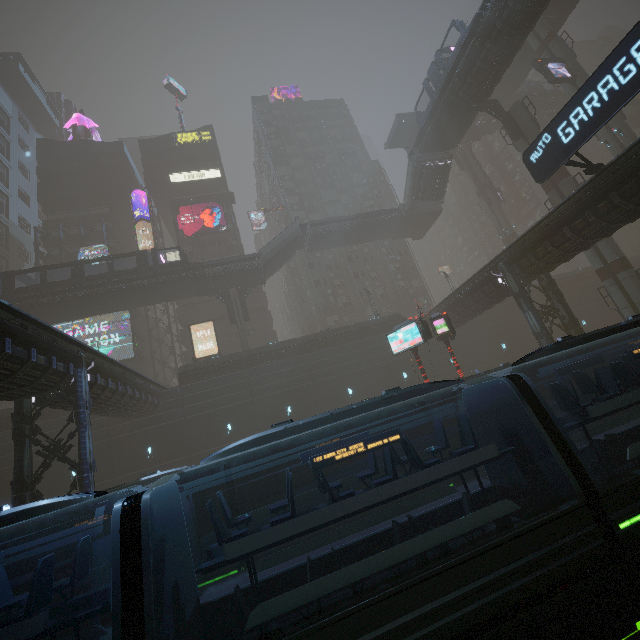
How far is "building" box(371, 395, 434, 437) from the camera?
30.3 meters

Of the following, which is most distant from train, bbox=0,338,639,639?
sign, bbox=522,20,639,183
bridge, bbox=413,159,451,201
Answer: bridge, bbox=413,159,451,201

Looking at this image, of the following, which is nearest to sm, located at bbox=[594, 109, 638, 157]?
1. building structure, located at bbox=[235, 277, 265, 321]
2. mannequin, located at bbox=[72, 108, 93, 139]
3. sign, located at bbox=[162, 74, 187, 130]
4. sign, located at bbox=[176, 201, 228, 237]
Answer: building structure, located at bbox=[235, 277, 265, 321]

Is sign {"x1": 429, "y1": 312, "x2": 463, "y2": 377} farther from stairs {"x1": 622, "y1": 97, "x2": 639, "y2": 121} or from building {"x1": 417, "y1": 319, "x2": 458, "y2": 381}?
stairs {"x1": 622, "y1": 97, "x2": 639, "y2": 121}

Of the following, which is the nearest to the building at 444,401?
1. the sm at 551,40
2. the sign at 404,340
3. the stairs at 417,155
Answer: the sm at 551,40

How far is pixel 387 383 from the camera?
32.1 meters

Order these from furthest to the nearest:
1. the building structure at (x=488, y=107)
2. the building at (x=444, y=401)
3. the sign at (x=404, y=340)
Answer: the building at (x=444, y=401) → the building structure at (x=488, y=107) → the sign at (x=404, y=340)

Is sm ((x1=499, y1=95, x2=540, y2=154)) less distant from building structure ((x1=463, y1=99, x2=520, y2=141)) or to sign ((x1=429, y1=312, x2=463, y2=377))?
building structure ((x1=463, y1=99, x2=520, y2=141))
